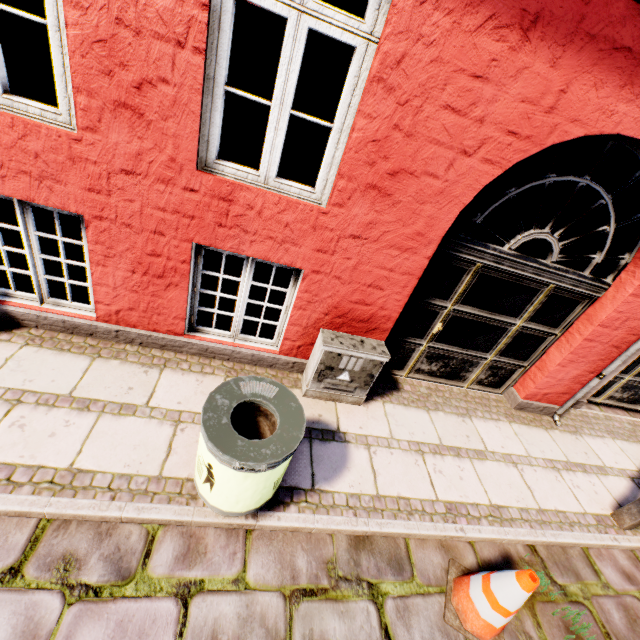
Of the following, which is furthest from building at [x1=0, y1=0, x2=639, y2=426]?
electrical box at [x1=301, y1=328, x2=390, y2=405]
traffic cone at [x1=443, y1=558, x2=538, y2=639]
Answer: traffic cone at [x1=443, y1=558, x2=538, y2=639]

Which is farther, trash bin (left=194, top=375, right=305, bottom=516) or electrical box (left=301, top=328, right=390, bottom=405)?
electrical box (left=301, top=328, right=390, bottom=405)

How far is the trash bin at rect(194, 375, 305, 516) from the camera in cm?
202

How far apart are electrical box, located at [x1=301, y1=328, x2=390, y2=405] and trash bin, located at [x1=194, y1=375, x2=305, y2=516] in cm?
89

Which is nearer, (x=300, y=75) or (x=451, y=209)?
(x=451, y=209)

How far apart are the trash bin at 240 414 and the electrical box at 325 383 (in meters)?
0.89

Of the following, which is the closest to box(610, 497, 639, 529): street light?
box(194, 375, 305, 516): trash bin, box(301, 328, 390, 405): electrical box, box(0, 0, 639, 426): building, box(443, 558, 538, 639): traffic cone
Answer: box(0, 0, 639, 426): building

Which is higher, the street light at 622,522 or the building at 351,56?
the building at 351,56
